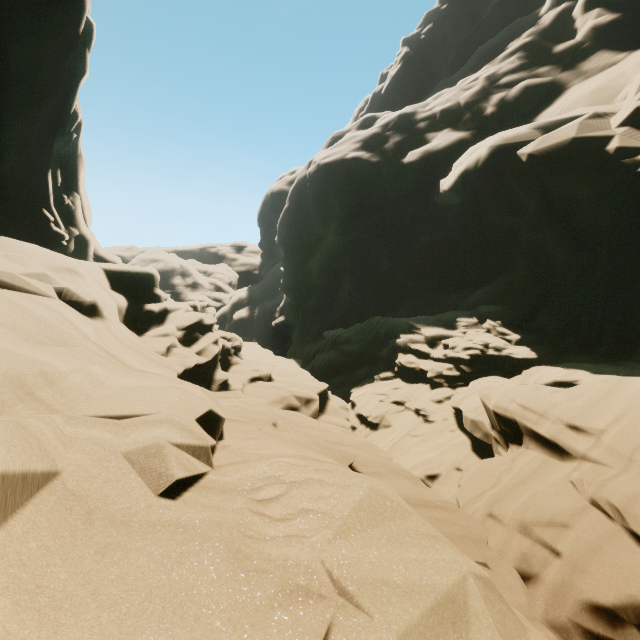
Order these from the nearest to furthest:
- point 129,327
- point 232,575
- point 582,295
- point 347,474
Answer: point 232,575, point 347,474, point 129,327, point 582,295
